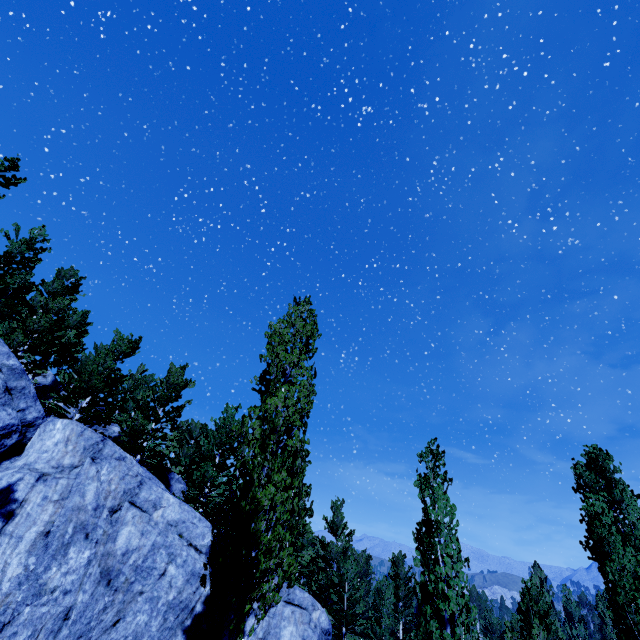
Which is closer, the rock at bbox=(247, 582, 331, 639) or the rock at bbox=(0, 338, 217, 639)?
the rock at bbox=(0, 338, 217, 639)

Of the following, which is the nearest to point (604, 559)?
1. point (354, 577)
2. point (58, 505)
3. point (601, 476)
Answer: point (601, 476)

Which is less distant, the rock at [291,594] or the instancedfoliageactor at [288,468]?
the instancedfoliageactor at [288,468]

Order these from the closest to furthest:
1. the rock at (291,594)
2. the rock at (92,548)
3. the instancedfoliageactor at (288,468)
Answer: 1. the instancedfoliageactor at (288,468)
2. the rock at (92,548)
3. the rock at (291,594)

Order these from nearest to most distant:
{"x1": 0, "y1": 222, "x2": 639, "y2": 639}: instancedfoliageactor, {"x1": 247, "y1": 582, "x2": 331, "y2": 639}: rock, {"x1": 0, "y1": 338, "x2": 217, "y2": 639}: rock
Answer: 1. {"x1": 0, "y1": 222, "x2": 639, "y2": 639}: instancedfoliageactor
2. {"x1": 0, "y1": 338, "x2": 217, "y2": 639}: rock
3. {"x1": 247, "y1": 582, "x2": 331, "y2": 639}: rock

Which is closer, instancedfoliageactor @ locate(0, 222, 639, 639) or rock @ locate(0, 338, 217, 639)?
instancedfoliageactor @ locate(0, 222, 639, 639)
